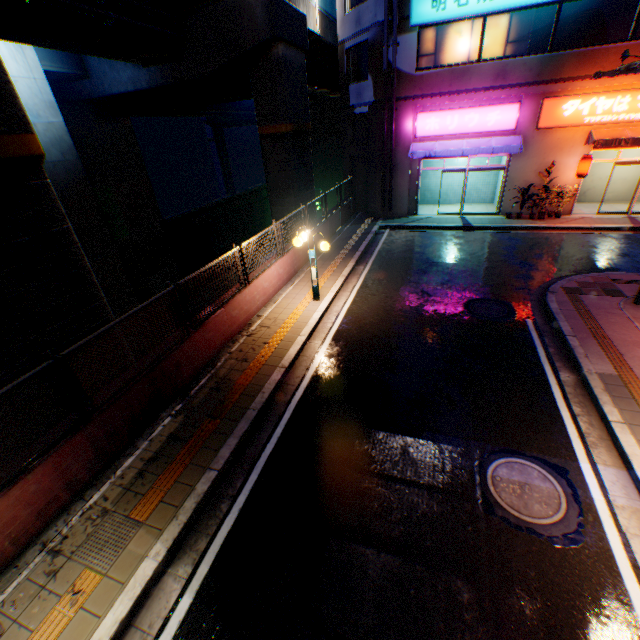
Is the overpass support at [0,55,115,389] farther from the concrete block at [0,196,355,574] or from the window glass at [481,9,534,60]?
the window glass at [481,9,534,60]

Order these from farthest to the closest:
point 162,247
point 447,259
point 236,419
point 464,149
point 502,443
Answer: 1. point 162,247
2. point 464,149
3. point 447,259
4. point 236,419
5. point 502,443

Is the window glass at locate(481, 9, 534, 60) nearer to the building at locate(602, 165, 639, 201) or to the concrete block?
the building at locate(602, 165, 639, 201)

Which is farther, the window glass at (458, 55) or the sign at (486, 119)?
the sign at (486, 119)

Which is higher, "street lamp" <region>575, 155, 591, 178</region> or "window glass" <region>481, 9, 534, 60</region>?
"window glass" <region>481, 9, 534, 60</region>

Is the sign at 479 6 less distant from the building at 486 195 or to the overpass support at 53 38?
the building at 486 195

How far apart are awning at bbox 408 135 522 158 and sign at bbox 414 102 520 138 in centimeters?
19cm

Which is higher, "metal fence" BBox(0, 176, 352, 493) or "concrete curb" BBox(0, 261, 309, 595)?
"metal fence" BBox(0, 176, 352, 493)
